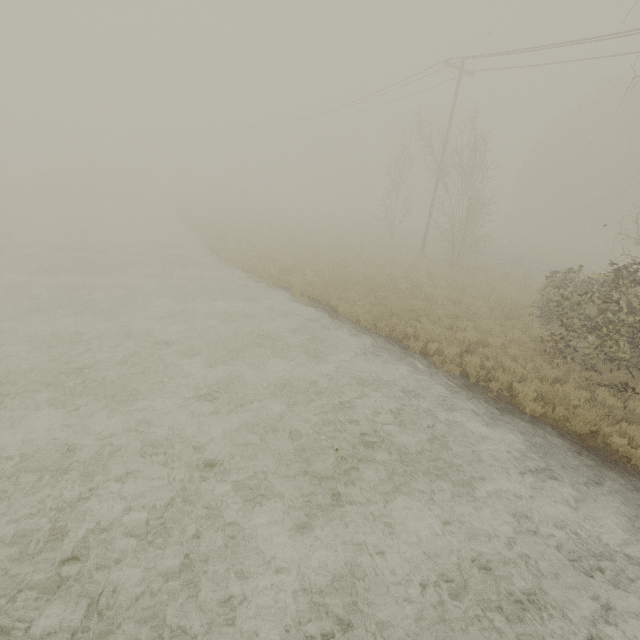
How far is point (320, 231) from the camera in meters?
31.1
